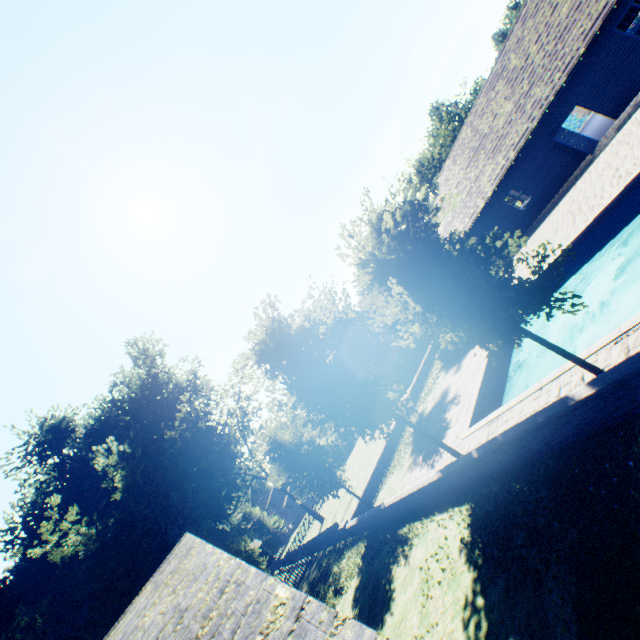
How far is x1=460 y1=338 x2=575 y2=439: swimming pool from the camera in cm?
957

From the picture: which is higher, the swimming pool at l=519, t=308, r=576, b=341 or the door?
the door

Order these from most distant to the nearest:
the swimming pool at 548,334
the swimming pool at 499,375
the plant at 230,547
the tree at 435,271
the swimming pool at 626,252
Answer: the plant at 230,547
the swimming pool at 548,334
the swimming pool at 626,252
the swimming pool at 499,375
the tree at 435,271

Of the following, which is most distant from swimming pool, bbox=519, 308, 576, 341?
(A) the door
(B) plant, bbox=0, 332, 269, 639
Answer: (A) the door

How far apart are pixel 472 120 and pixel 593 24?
8.56m

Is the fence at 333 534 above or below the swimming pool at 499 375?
above

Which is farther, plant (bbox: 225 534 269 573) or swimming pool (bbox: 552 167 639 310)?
plant (bbox: 225 534 269 573)
